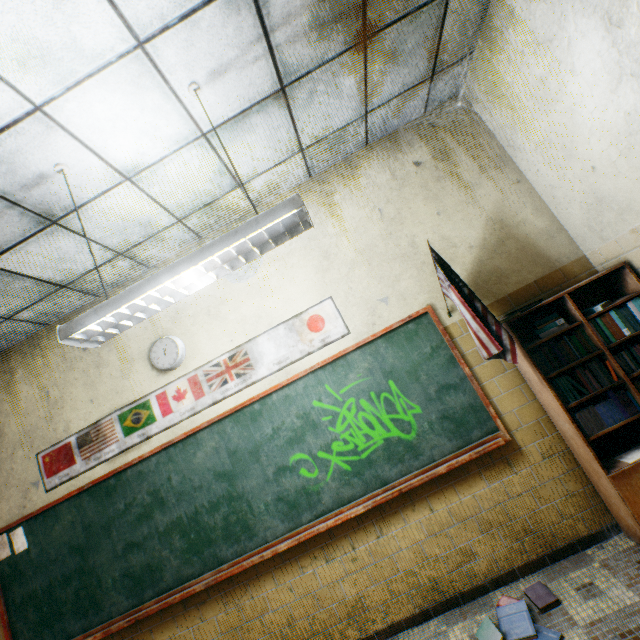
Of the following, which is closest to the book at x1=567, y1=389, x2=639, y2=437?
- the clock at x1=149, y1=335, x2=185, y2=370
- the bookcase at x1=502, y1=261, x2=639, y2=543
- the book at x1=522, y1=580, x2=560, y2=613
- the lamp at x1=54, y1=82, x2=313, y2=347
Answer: the bookcase at x1=502, y1=261, x2=639, y2=543

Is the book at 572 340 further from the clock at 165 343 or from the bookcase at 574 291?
the clock at 165 343

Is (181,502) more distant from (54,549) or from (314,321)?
(314,321)

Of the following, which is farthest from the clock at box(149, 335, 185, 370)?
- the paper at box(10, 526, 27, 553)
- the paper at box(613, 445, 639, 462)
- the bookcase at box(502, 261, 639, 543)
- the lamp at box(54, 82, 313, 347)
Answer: the paper at box(613, 445, 639, 462)

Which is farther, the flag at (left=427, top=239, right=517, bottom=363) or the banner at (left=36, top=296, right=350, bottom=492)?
the banner at (left=36, top=296, right=350, bottom=492)

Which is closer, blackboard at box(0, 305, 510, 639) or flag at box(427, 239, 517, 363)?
flag at box(427, 239, 517, 363)

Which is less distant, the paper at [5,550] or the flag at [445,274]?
the flag at [445,274]

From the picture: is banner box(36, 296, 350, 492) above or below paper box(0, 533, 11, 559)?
above
